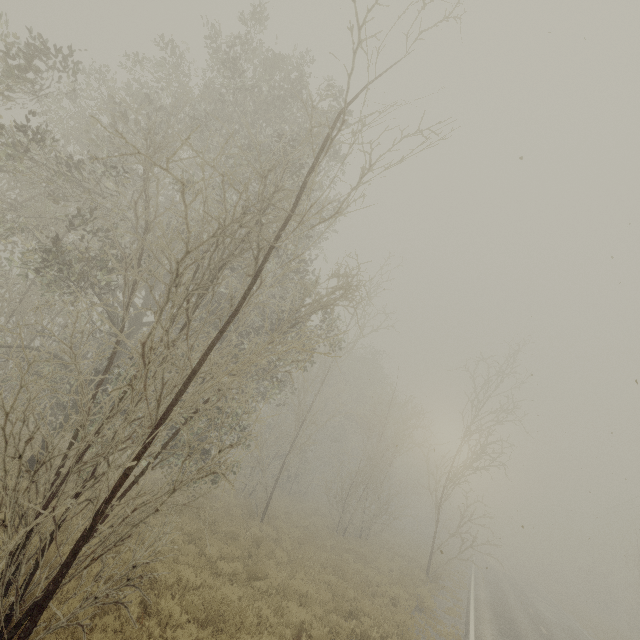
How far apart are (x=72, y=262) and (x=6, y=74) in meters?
4.4
